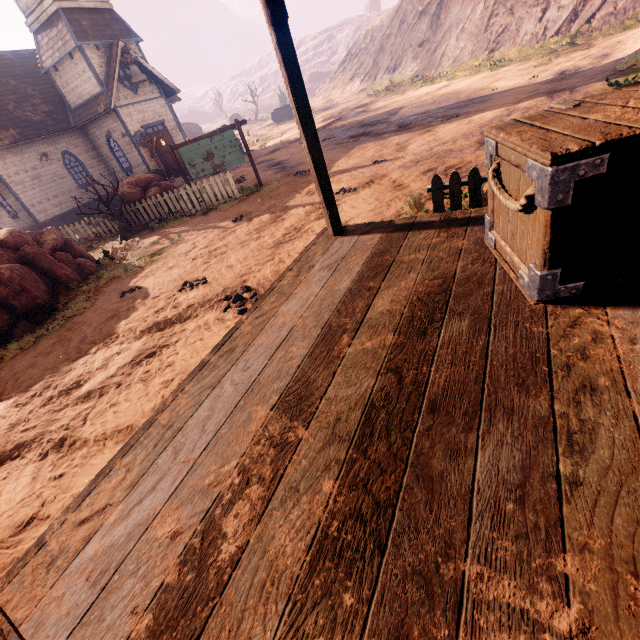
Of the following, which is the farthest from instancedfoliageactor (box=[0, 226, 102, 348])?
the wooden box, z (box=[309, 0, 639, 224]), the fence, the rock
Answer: the rock

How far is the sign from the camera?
11.70m

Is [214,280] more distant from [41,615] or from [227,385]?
[41,615]

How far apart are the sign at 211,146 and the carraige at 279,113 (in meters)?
40.94

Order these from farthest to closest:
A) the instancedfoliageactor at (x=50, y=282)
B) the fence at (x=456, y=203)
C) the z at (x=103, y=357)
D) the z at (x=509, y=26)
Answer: the z at (x=509, y=26), the instancedfoliageactor at (x=50, y=282), the fence at (x=456, y=203), the z at (x=103, y=357)

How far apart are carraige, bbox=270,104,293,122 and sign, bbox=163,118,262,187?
40.94m

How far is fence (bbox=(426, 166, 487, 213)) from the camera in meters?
4.1

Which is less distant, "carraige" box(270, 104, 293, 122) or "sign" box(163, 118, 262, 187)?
"sign" box(163, 118, 262, 187)
